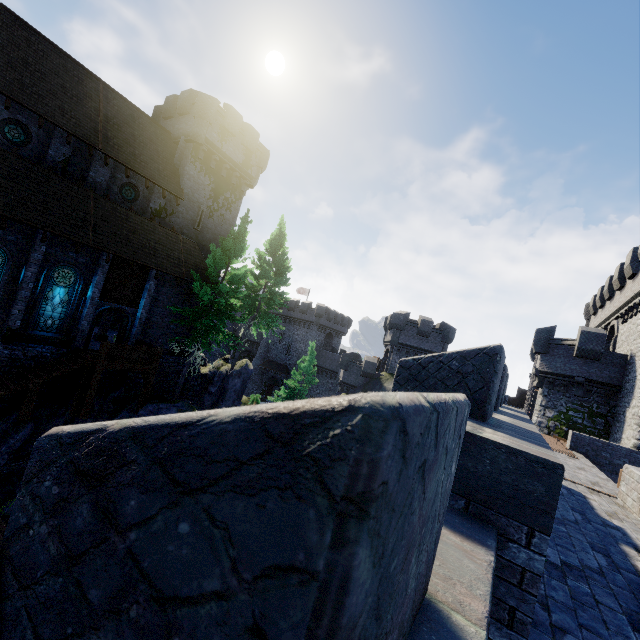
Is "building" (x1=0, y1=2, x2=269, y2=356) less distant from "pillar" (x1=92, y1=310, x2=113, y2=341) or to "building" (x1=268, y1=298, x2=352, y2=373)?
"pillar" (x1=92, y1=310, x2=113, y2=341)

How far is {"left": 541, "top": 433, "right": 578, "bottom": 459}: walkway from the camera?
15.4 meters

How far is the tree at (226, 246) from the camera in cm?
2105

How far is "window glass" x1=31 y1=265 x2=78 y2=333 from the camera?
16.9 meters

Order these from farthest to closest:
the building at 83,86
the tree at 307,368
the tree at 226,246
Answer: the tree at 307,368, the tree at 226,246, the building at 83,86

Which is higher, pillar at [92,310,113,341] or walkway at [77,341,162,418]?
pillar at [92,310,113,341]

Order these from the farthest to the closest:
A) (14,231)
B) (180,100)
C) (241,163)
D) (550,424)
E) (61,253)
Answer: (241,163)
(180,100)
(550,424)
(61,253)
(14,231)

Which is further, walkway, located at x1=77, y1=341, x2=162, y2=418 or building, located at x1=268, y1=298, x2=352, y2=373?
building, located at x1=268, y1=298, x2=352, y2=373
